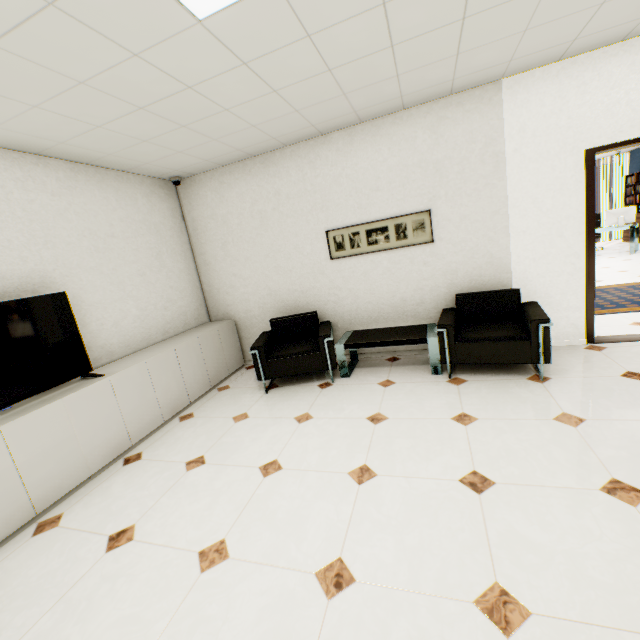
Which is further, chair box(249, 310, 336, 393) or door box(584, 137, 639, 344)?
chair box(249, 310, 336, 393)

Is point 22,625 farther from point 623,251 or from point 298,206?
point 623,251

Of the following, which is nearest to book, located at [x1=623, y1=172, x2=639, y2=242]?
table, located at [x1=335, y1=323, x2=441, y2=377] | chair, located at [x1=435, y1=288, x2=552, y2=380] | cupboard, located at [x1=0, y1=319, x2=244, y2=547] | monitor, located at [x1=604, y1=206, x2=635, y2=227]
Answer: monitor, located at [x1=604, y1=206, x2=635, y2=227]

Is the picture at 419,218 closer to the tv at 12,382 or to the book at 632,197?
the tv at 12,382

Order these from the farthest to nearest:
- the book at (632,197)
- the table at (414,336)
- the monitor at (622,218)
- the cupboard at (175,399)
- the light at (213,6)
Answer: the book at (632,197), the monitor at (622,218), the table at (414,336), the cupboard at (175,399), the light at (213,6)

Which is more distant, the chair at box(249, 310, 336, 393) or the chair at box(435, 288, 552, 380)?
the chair at box(249, 310, 336, 393)

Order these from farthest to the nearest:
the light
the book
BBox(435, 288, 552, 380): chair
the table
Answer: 1. the book
2. the table
3. BBox(435, 288, 552, 380): chair
4. the light

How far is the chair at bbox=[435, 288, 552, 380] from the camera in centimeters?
308cm
